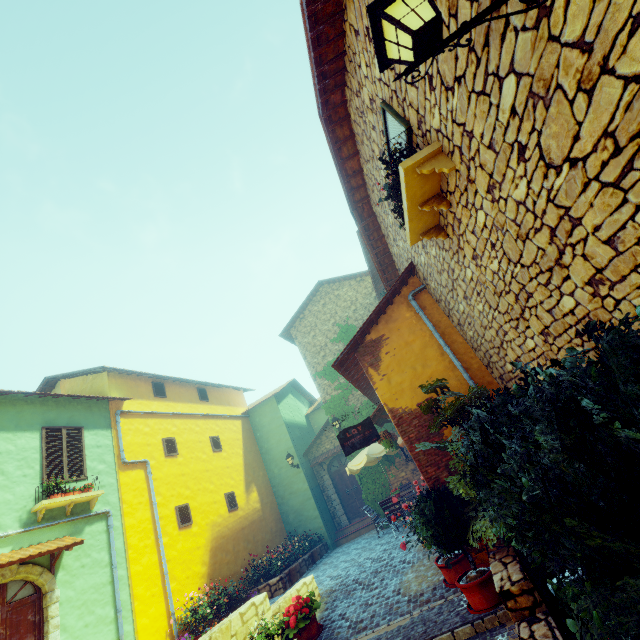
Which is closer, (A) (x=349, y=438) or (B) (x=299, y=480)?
(A) (x=349, y=438)

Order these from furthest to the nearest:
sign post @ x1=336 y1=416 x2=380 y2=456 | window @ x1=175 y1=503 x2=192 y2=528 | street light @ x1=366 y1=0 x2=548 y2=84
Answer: window @ x1=175 y1=503 x2=192 y2=528, sign post @ x1=336 y1=416 x2=380 y2=456, street light @ x1=366 y1=0 x2=548 y2=84

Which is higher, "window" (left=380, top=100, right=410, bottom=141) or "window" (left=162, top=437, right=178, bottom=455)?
"window" (left=162, top=437, right=178, bottom=455)

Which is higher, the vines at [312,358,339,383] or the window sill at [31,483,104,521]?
the vines at [312,358,339,383]

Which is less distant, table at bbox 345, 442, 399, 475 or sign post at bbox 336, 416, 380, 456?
sign post at bbox 336, 416, 380, 456

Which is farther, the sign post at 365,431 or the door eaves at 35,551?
the sign post at 365,431

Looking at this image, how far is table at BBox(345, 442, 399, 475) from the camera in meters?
11.2

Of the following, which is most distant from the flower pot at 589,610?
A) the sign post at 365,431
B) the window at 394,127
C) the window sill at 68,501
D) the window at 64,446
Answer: the window at 64,446
